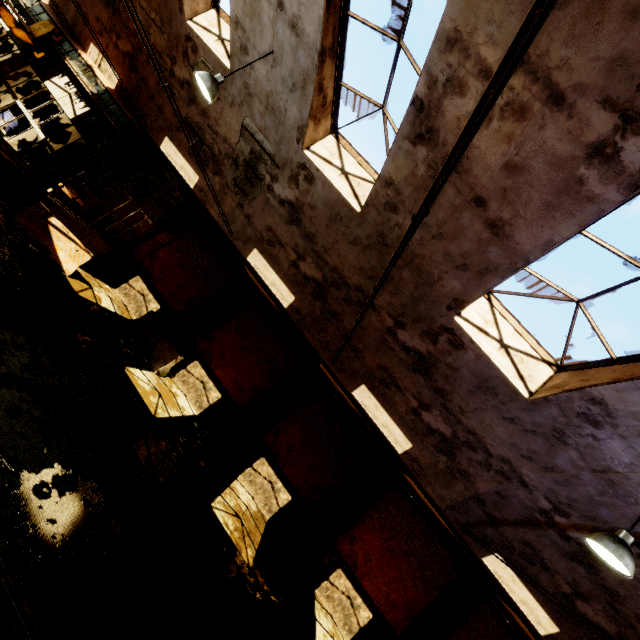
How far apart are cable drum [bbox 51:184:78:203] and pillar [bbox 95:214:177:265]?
1.5 meters

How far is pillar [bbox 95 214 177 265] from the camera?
14.92m

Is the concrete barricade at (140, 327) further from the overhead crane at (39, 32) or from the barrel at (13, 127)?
the barrel at (13, 127)

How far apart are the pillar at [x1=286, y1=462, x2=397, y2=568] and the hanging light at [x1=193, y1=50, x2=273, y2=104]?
13.0 meters

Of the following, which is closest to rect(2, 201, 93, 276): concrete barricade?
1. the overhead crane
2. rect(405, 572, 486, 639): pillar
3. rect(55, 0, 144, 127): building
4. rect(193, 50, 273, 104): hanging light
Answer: rect(55, 0, 144, 127): building

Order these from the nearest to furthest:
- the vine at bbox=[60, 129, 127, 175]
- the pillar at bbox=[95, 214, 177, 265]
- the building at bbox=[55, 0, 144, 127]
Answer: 1. the vine at bbox=[60, 129, 127, 175]
2. the building at bbox=[55, 0, 144, 127]
3. the pillar at bbox=[95, 214, 177, 265]

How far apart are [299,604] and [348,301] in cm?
965

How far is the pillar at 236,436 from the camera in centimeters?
1295cm
